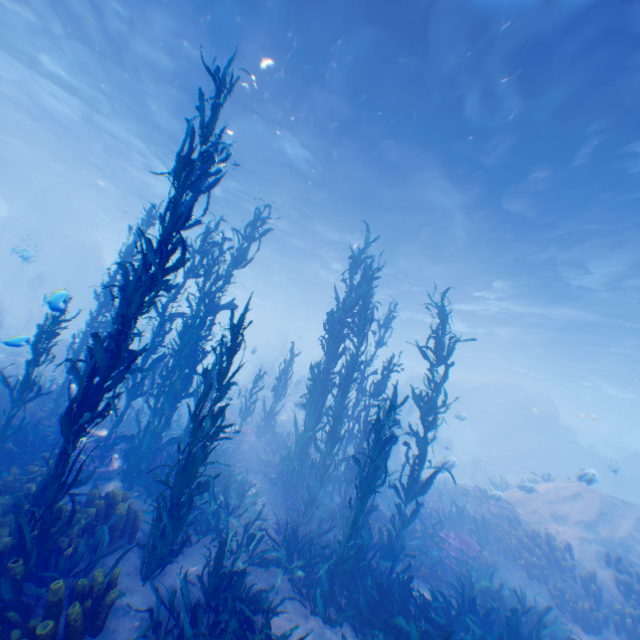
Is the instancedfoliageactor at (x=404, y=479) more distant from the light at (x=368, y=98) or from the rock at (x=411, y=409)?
the light at (x=368, y=98)

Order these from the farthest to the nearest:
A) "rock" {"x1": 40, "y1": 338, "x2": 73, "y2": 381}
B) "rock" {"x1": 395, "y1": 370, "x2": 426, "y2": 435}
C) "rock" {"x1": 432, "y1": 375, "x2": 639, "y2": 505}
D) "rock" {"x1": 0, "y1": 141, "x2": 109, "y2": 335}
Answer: "rock" {"x1": 395, "y1": 370, "x2": 426, "y2": 435} < "rock" {"x1": 432, "y1": 375, "x2": 639, "y2": 505} < "rock" {"x1": 0, "y1": 141, "x2": 109, "y2": 335} < "rock" {"x1": 40, "y1": 338, "x2": 73, "y2": 381}

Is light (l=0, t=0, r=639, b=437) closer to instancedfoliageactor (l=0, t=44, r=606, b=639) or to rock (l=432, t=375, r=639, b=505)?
rock (l=432, t=375, r=639, b=505)

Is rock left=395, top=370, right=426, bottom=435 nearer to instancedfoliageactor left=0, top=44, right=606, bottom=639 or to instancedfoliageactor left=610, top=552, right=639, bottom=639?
instancedfoliageactor left=0, top=44, right=606, bottom=639

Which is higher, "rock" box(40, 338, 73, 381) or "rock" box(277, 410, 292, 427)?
"rock" box(40, 338, 73, 381)

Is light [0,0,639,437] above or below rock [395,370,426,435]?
above

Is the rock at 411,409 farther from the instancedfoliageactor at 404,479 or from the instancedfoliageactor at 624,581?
the instancedfoliageactor at 624,581

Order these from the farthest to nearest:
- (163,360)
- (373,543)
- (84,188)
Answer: (84,188), (163,360), (373,543)
